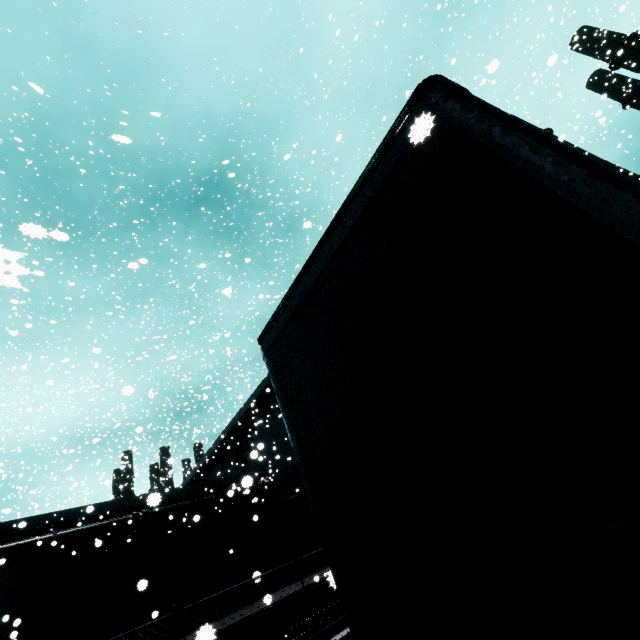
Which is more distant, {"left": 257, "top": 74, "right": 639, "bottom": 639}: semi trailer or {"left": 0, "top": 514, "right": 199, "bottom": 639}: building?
{"left": 0, "top": 514, "right": 199, "bottom": 639}: building

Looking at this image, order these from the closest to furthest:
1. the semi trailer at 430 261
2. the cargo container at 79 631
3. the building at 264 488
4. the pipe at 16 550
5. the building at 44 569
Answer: the semi trailer at 430 261 → the cargo container at 79 631 → the building at 44 569 → the pipe at 16 550 → the building at 264 488

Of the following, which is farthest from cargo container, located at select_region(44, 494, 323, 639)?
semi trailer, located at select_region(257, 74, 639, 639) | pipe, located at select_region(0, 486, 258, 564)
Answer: semi trailer, located at select_region(257, 74, 639, 639)

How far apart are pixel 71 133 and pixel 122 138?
43.4m

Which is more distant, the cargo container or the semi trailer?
the cargo container

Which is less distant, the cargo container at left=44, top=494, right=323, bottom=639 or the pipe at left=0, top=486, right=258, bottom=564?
the cargo container at left=44, top=494, right=323, bottom=639

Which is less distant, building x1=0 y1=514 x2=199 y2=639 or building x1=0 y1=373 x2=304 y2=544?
building x1=0 y1=514 x2=199 y2=639

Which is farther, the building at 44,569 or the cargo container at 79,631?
the building at 44,569
